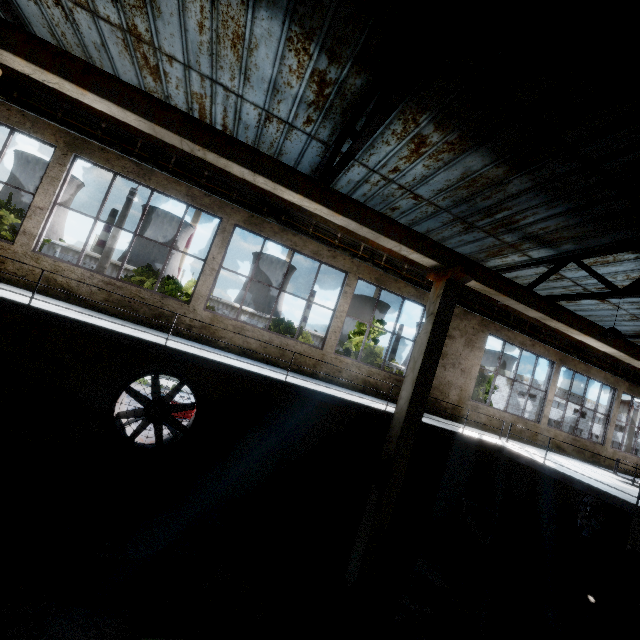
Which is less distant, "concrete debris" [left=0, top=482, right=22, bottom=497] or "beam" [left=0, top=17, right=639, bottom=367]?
"beam" [left=0, top=17, right=639, bottom=367]

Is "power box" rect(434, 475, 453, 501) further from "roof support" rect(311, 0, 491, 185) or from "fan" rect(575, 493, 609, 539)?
"roof support" rect(311, 0, 491, 185)

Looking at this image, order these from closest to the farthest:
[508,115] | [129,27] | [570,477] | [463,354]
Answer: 1. [508,115]
2. [129,27]
3. [570,477]
4. [463,354]

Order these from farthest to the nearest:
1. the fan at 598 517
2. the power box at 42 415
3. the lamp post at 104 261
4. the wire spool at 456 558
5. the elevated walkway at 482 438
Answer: the fan at 598 517
the lamp post at 104 261
the wire spool at 456 558
the power box at 42 415
the elevated walkway at 482 438

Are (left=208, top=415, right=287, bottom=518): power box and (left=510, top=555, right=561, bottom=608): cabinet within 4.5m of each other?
no

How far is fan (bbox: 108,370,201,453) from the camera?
8.21m

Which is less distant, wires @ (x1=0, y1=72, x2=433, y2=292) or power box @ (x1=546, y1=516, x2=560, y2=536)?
wires @ (x1=0, y1=72, x2=433, y2=292)

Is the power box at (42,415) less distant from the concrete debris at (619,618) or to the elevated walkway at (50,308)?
the elevated walkway at (50,308)
